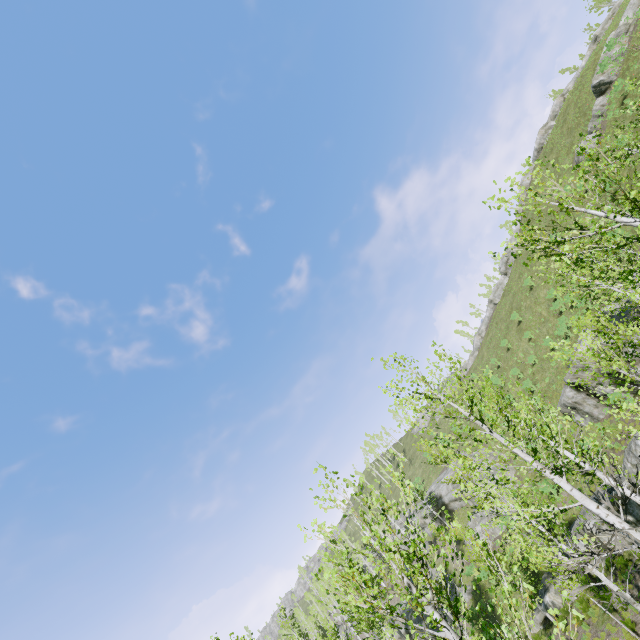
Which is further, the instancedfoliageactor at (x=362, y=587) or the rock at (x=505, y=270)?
the rock at (x=505, y=270)

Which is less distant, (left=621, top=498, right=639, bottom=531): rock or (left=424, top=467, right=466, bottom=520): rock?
(left=621, top=498, right=639, bottom=531): rock

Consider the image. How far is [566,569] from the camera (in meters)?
6.07

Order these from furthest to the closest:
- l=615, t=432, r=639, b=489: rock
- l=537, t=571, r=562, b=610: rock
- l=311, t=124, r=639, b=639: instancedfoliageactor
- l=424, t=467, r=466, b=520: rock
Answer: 1. l=424, t=467, r=466, b=520: rock
2. l=537, t=571, r=562, b=610: rock
3. l=615, t=432, r=639, b=489: rock
4. l=311, t=124, r=639, b=639: instancedfoliageactor

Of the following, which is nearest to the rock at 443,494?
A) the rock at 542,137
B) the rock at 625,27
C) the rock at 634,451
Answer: the rock at 634,451

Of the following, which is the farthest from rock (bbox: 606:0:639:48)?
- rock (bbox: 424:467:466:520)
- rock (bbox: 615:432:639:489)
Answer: rock (bbox: 424:467:466:520)

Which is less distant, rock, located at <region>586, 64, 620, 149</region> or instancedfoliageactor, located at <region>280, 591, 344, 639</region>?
instancedfoliageactor, located at <region>280, 591, 344, 639</region>
